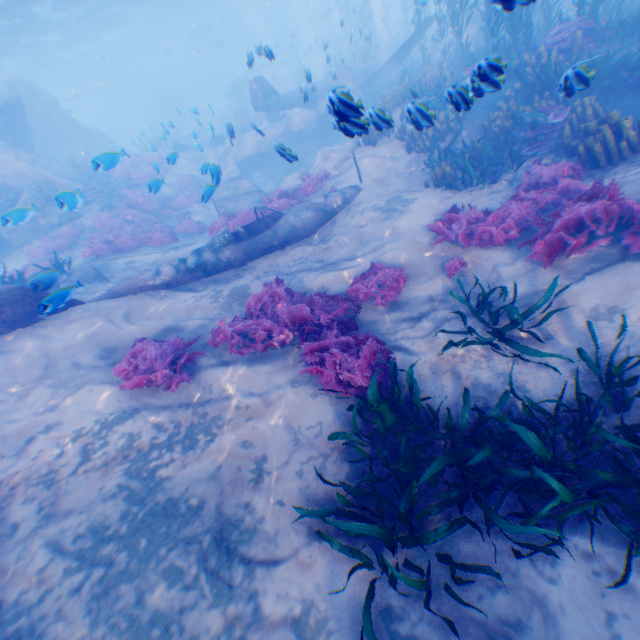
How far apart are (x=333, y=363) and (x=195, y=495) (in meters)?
2.78

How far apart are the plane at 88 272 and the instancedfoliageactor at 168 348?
3.4m

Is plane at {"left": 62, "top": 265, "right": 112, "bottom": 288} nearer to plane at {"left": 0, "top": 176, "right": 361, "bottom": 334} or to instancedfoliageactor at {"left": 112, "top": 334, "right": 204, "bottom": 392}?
plane at {"left": 0, "top": 176, "right": 361, "bottom": 334}

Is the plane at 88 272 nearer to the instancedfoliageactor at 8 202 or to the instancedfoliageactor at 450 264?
the instancedfoliageactor at 450 264

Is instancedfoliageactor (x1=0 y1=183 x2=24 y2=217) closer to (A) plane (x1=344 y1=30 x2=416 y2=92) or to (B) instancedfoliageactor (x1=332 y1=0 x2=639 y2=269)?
(B) instancedfoliageactor (x1=332 y1=0 x2=639 y2=269)

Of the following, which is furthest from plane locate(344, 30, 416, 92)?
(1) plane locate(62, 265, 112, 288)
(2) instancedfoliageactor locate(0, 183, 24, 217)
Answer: (2) instancedfoliageactor locate(0, 183, 24, 217)

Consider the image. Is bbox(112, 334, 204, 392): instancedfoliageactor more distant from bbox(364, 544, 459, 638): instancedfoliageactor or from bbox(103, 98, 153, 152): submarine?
bbox(103, 98, 153, 152): submarine

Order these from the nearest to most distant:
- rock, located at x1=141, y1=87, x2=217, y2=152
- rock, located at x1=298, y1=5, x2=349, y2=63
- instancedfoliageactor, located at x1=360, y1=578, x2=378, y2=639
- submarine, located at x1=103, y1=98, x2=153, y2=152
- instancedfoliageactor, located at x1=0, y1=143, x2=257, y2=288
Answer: instancedfoliageactor, located at x1=360, y1=578, x2=378, y2=639 → instancedfoliageactor, located at x1=0, y1=143, x2=257, y2=288 → rock, located at x1=141, y1=87, x2=217, y2=152 → rock, located at x1=298, y1=5, x2=349, y2=63 → submarine, located at x1=103, y1=98, x2=153, y2=152
